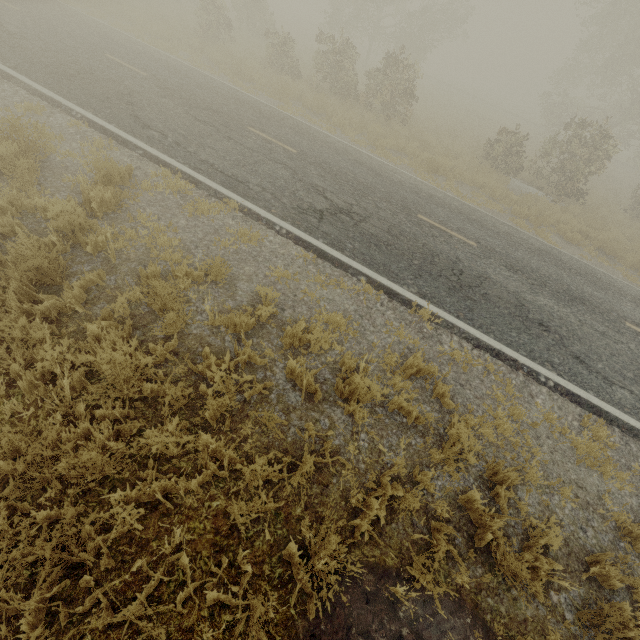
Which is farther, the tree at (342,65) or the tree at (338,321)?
the tree at (342,65)

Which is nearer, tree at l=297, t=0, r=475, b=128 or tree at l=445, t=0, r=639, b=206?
tree at l=445, t=0, r=639, b=206

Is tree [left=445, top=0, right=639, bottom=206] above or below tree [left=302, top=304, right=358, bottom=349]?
above

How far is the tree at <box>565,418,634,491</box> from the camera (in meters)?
4.73

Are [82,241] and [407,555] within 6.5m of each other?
yes

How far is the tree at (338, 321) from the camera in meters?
4.6
